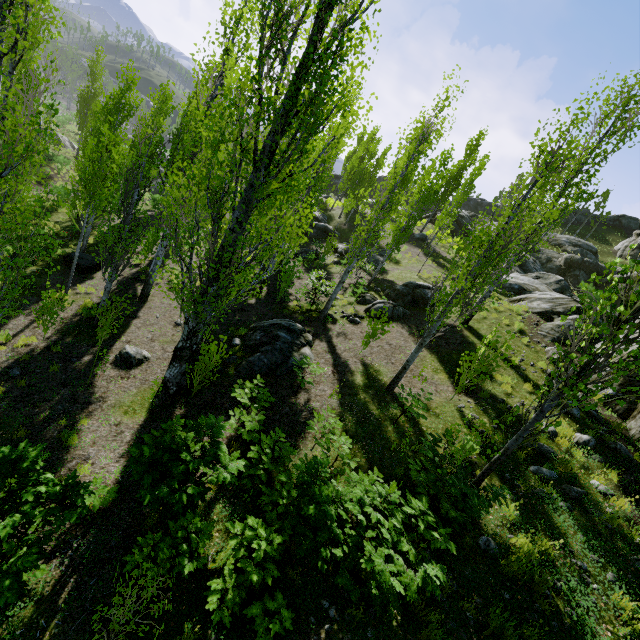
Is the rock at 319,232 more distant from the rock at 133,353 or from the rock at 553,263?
the rock at 133,353

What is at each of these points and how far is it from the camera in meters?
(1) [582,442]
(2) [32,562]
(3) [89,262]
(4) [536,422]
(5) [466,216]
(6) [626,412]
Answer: (1) rock, 7.9 m
(2) instancedfoliageactor, 4.4 m
(3) rock, 16.2 m
(4) instancedfoliageactor, 5.3 m
(5) rock, 42.6 m
(6) rock, 9.1 m

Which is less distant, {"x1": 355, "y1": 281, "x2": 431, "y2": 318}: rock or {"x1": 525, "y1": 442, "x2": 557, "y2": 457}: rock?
{"x1": 525, "y1": 442, "x2": 557, "y2": 457}: rock

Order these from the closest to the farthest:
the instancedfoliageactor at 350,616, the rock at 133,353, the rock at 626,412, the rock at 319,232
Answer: the instancedfoliageactor at 350,616 → the rock at 626,412 → the rock at 133,353 → the rock at 319,232

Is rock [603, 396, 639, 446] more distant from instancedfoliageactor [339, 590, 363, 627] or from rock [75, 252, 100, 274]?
rock [75, 252, 100, 274]

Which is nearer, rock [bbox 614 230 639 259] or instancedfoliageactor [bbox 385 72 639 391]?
instancedfoliageactor [bbox 385 72 639 391]

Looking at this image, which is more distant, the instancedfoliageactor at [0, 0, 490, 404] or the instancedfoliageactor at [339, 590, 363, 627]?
the instancedfoliageactor at [0, 0, 490, 404]
